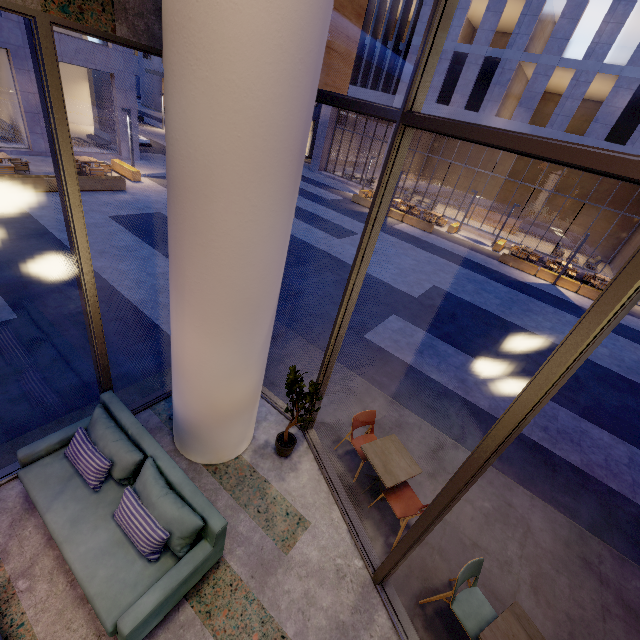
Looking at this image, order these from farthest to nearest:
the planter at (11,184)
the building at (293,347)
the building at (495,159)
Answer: the building at (495,159) → the planter at (11,184) → the building at (293,347)

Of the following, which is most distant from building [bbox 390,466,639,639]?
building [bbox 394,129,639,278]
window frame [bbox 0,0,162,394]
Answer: building [bbox 394,129,639,278]

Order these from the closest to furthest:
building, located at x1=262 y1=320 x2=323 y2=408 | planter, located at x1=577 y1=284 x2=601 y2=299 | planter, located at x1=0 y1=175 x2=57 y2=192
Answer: building, located at x1=262 y1=320 x2=323 y2=408 < planter, located at x1=0 y1=175 x2=57 y2=192 < planter, located at x1=577 y1=284 x2=601 y2=299

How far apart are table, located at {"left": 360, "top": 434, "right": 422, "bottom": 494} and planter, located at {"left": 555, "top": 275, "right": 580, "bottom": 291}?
17.7m

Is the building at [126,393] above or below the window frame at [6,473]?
below

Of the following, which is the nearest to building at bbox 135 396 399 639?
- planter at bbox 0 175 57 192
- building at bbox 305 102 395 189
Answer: planter at bbox 0 175 57 192

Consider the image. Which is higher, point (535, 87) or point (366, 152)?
point (535, 87)

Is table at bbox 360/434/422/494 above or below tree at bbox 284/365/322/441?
below
